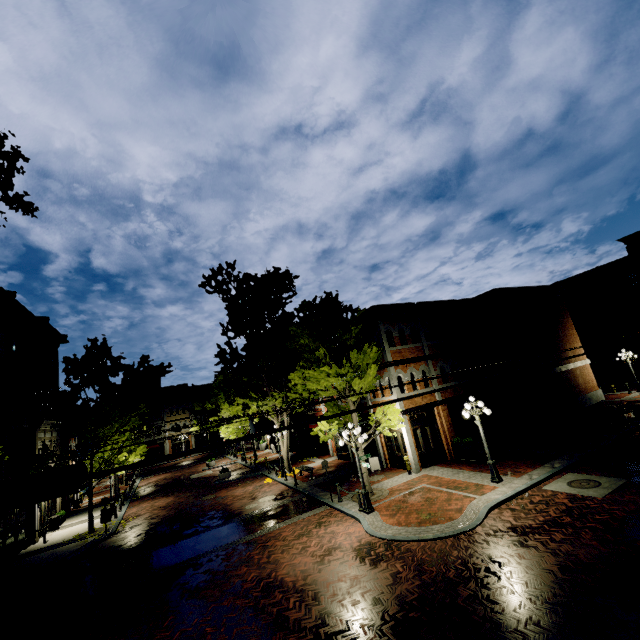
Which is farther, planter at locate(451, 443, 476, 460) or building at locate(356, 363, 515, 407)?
building at locate(356, 363, 515, 407)

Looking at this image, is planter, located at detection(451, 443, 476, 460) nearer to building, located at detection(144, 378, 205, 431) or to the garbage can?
the garbage can

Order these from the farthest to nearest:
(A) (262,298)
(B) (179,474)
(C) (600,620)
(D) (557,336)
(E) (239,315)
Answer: (B) (179,474) < (D) (557,336) < (A) (262,298) < (E) (239,315) < (C) (600,620)

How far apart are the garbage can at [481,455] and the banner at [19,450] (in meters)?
24.24

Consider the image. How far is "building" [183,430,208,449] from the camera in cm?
5572

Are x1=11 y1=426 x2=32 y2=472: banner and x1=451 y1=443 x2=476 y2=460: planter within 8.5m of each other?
no

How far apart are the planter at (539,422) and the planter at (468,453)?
6.88m

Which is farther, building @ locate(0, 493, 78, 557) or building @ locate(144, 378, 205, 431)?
building @ locate(144, 378, 205, 431)
